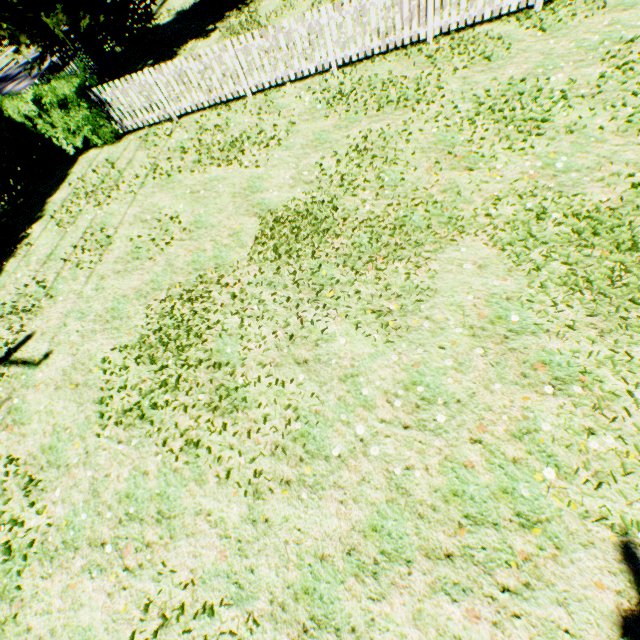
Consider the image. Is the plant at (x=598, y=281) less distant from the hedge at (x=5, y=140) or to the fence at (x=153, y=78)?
the fence at (x=153, y=78)

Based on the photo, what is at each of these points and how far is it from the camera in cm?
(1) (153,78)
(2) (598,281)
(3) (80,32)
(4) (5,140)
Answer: (1) fence, 898
(2) plant, 395
(3) plant, 1290
(4) hedge, 1014

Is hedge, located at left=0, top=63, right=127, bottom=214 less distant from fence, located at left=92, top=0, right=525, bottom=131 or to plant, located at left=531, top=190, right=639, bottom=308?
fence, located at left=92, top=0, right=525, bottom=131

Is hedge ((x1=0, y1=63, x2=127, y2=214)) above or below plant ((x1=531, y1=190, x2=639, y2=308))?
above

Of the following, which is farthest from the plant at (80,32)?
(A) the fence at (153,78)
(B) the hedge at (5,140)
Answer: (B) the hedge at (5,140)

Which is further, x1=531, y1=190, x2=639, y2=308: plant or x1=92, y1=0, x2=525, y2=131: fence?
x1=92, y1=0, x2=525, y2=131: fence

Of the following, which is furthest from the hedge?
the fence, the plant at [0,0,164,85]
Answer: the plant at [0,0,164,85]

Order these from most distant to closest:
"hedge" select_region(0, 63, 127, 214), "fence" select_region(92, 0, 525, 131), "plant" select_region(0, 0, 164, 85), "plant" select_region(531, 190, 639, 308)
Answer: "plant" select_region(0, 0, 164, 85) → "hedge" select_region(0, 63, 127, 214) → "fence" select_region(92, 0, 525, 131) → "plant" select_region(531, 190, 639, 308)
